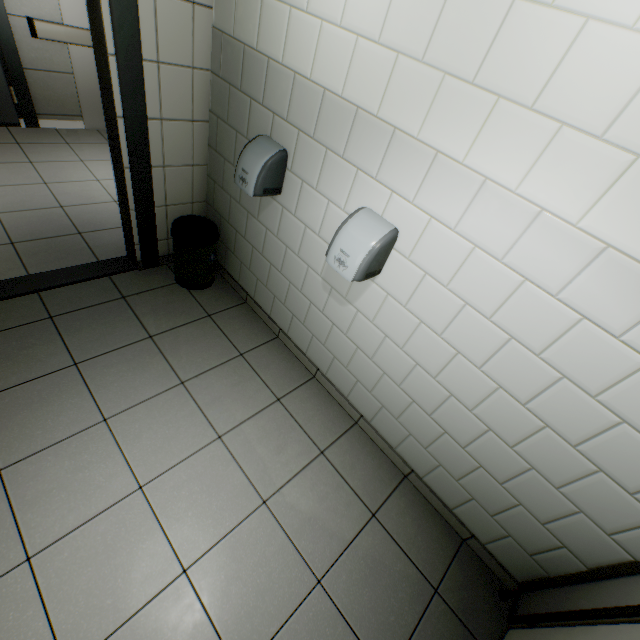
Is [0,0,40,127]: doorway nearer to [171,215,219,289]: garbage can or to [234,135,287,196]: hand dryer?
[171,215,219,289]: garbage can

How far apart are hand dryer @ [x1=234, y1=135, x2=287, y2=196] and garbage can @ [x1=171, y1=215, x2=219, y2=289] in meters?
0.6 m

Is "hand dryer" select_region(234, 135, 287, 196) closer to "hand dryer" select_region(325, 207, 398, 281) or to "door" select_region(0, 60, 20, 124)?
"hand dryer" select_region(325, 207, 398, 281)

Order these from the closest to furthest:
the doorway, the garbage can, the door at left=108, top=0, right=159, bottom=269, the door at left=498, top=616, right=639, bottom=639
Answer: the door at left=498, top=616, right=639, bottom=639 < the door at left=108, top=0, right=159, bottom=269 < the garbage can < the doorway

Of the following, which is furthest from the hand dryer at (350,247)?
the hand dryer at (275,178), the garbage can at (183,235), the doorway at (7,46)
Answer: the doorway at (7,46)

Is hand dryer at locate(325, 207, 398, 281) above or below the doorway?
above

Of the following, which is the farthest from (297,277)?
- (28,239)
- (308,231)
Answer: (28,239)

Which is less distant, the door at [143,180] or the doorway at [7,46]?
the door at [143,180]
